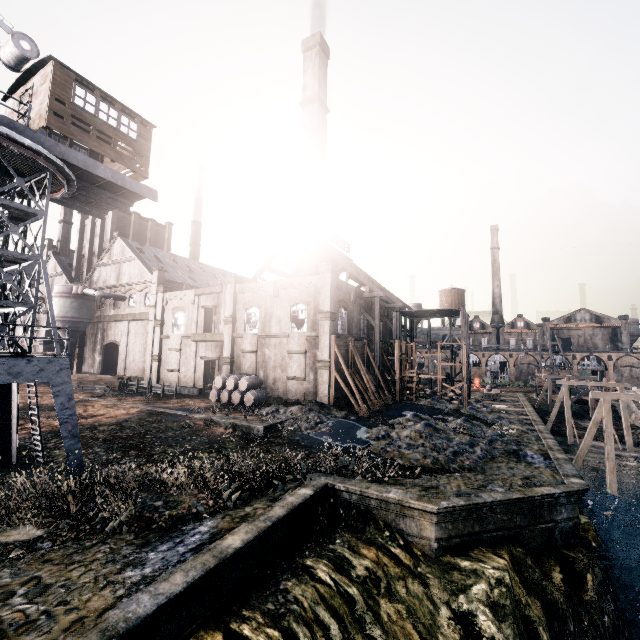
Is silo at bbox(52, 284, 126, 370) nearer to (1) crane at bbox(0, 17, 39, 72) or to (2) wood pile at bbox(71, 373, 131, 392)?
(2) wood pile at bbox(71, 373, 131, 392)

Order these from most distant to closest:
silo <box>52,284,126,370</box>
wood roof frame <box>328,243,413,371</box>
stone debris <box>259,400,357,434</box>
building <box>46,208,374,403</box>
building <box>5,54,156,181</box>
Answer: silo <box>52,284,126,370</box>
wood roof frame <box>328,243,413,371</box>
building <box>46,208,374,403</box>
stone debris <box>259,400,357,434</box>
building <box>5,54,156,181</box>

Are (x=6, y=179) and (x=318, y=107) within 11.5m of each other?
no

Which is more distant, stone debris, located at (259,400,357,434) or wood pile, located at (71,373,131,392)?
wood pile, located at (71,373,131,392)

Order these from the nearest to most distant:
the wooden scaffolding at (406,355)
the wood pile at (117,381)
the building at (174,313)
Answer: the building at (174,313), the wood pile at (117,381), the wooden scaffolding at (406,355)

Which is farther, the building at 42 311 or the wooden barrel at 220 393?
the building at 42 311

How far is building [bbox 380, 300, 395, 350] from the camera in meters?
44.2 m

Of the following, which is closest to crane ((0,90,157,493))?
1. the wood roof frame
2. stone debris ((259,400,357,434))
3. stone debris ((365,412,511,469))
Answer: stone debris ((259,400,357,434))
